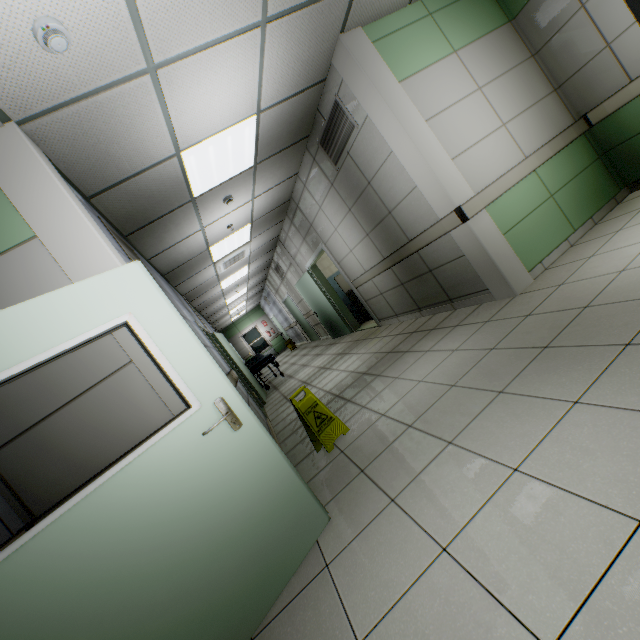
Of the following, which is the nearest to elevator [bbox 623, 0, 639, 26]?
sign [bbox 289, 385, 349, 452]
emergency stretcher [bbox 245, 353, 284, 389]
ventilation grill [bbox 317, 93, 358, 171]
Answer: ventilation grill [bbox 317, 93, 358, 171]

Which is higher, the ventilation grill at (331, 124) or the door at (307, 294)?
the ventilation grill at (331, 124)

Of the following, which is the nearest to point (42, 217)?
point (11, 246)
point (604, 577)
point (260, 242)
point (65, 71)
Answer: point (11, 246)

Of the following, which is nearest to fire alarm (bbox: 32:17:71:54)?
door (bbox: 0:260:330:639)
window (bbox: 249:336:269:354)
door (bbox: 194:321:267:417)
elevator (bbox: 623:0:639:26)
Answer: door (bbox: 0:260:330:639)

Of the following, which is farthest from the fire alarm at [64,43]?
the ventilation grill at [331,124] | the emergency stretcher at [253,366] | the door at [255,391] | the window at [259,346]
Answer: the window at [259,346]

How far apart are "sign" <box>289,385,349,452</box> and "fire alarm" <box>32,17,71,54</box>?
2.9m

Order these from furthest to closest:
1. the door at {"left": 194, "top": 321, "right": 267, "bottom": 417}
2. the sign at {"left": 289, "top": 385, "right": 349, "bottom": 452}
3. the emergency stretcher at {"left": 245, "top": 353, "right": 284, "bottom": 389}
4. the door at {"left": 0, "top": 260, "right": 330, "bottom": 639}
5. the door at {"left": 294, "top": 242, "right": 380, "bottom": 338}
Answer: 1. the emergency stretcher at {"left": 245, "top": 353, "right": 284, "bottom": 389}
2. the door at {"left": 294, "top": 242, "right": 380, "bottom": 338}
3. the door at {"left": 194, "top": 321, "right": 267, "bottom": 417}
4. the sign at {"left": 289, "top": 385, "right": 349, "bottom": 452}
5. the door at {"left": 0, "top": 260, "right": 330, "bottom": 639}

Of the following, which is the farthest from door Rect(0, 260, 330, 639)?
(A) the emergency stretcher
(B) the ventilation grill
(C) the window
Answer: (C) the window
